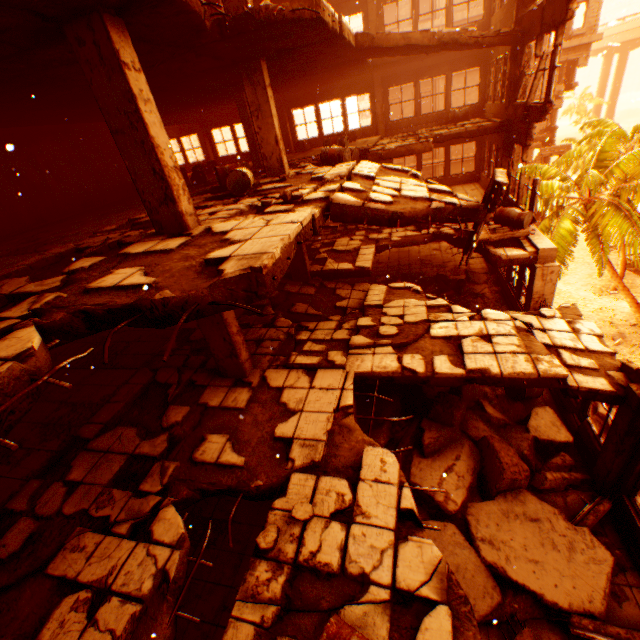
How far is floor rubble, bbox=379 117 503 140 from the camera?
11.6 meters

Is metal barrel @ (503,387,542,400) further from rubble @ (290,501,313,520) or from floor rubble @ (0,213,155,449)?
rubble @ (290,501,313,520)

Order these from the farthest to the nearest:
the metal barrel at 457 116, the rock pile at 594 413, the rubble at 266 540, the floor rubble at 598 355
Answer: the metal barrel at 457 116 → the rock pile at 594 413 → the rubble at 266 540 → the floor rubble at 598 355

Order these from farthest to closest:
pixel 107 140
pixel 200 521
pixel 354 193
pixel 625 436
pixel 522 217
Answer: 1. pixel 107 140
2. pixel 522 217
3. pixel 200 521
4. pixel 354 193
5. pixel 625 436

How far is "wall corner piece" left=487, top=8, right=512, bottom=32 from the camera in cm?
1040

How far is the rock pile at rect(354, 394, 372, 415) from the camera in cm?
799

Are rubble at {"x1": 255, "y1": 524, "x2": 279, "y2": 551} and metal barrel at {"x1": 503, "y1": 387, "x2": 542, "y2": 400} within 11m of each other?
yes

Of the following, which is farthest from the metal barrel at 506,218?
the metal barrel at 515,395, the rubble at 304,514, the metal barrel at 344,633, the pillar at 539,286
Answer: the metal barrel at 344,633
